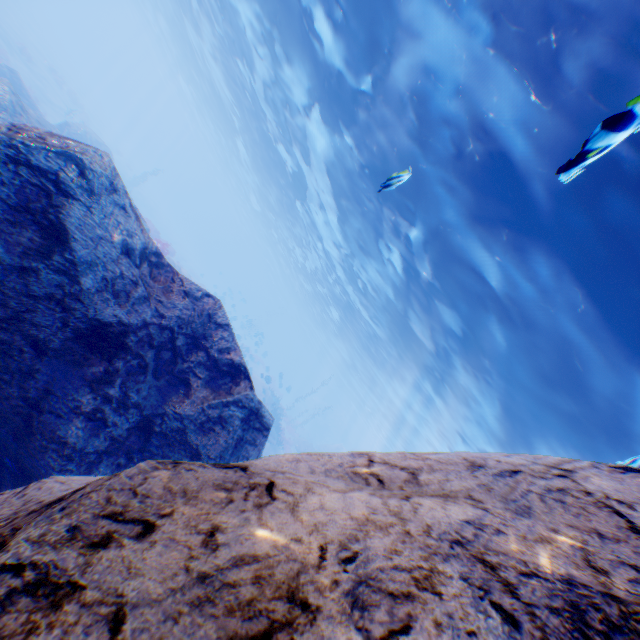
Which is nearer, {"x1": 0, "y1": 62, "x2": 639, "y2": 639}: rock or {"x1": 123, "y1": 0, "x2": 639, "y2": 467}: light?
{"x1": 0, "y1": 62, "x2": 639, "y2": 639}: rock

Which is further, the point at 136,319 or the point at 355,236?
the point at 355,236

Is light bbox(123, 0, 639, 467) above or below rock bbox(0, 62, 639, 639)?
above

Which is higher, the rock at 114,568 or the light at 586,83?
the light at 586,83

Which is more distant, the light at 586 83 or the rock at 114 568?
the light at 586 83
